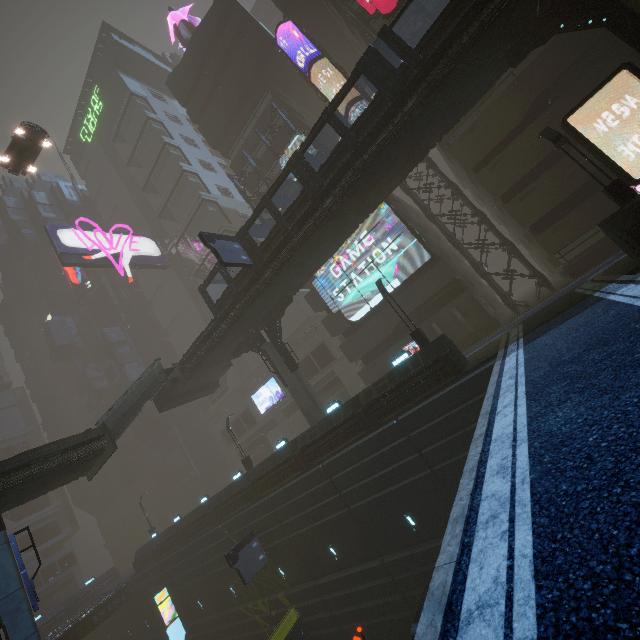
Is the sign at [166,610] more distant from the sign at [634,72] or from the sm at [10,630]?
the sign at [634,72]

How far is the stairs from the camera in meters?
20.6

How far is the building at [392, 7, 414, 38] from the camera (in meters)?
24.94

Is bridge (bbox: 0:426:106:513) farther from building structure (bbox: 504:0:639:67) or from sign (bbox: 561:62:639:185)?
building structure (bbox: 504:0:639:67)

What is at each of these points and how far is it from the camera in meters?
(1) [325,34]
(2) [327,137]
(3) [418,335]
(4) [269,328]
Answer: (1) building, 34.0
(2) building, 36.9
(3) street light, 18.1
(4) building structure, 25.2

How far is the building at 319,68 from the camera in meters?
Result: 28.4

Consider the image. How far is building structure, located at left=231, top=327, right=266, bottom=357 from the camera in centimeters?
2597cm

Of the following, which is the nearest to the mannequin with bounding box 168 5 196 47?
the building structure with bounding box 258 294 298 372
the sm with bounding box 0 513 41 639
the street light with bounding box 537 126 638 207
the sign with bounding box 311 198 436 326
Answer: the building structure with bounding box 258 294 298 372
